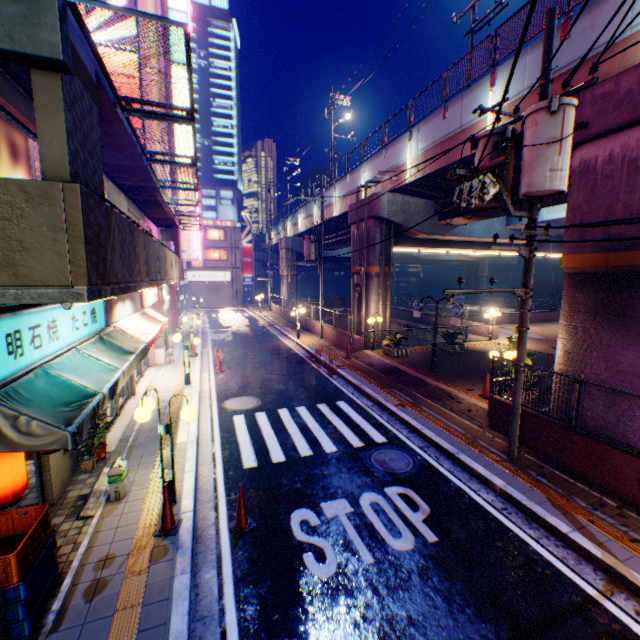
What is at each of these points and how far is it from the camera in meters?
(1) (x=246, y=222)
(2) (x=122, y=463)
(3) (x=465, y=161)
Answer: (1) billboard, 49.6
(2) trash box, 6.5
(3) overpass support, 14.1

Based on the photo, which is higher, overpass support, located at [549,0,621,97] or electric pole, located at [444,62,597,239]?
overpass support, located at [549,0,621,97]

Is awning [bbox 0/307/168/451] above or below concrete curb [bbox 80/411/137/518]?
above

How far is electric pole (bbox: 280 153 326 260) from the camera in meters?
21.5

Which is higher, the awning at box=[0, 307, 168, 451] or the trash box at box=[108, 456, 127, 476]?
the awning at box=[0, 307, 168, 451]

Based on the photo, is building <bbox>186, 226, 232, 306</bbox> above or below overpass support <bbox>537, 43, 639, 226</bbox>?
below

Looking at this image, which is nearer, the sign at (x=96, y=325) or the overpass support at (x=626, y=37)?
the sign at (x=96, y=325)

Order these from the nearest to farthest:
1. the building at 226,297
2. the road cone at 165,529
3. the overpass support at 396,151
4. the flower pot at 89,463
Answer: the road cone at 165,529 → the flower pot at 89,463 → the overpass support at 396,151 → the building at 226,297
